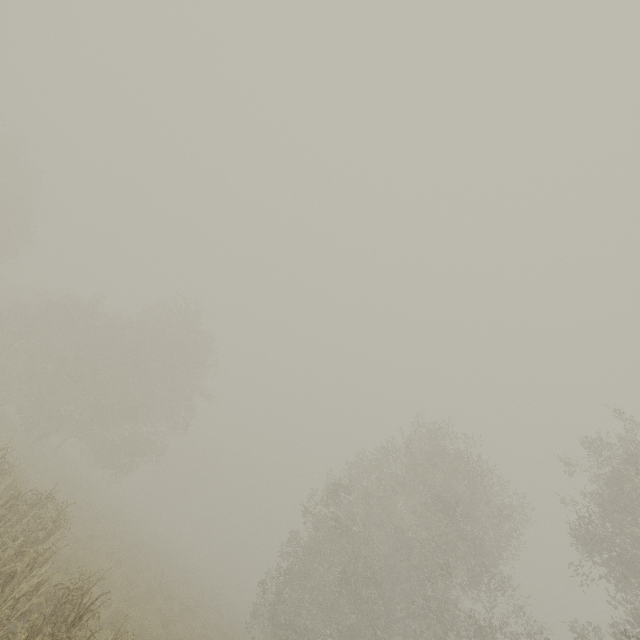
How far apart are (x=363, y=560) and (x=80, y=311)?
30.92m
